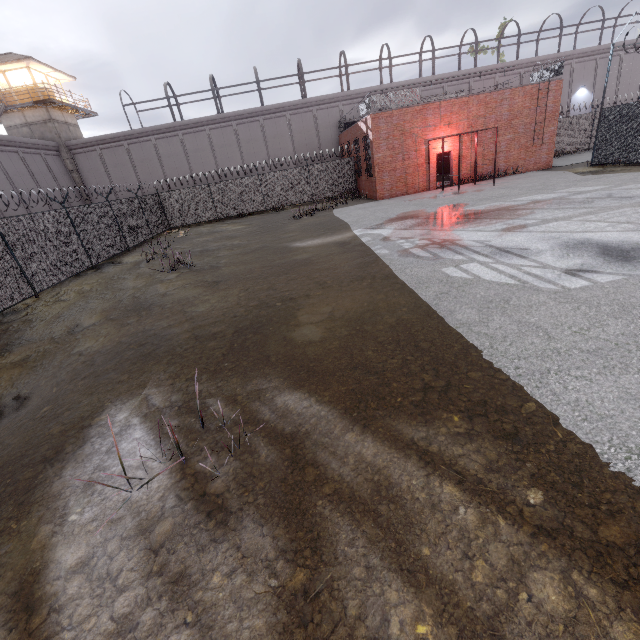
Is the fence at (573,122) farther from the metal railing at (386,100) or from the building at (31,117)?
the building at (31,117)

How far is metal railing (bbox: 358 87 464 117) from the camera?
19.0m

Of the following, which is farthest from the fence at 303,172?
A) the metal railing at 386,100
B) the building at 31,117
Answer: the building at 31,117

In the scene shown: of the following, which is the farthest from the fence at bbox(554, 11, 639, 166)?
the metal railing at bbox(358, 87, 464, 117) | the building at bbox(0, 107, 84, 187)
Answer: the building at bbox(0, 107, 84, 187)

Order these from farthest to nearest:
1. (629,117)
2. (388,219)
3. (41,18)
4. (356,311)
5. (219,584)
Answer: (41,18)
(629,117)
(388,219)
(356,311)
(219,584)

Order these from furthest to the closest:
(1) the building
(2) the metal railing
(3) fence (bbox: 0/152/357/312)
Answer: (1) the building, (2) the metal railing, (3) fence (bbox: 0/152/357/312)

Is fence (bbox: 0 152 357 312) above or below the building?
below

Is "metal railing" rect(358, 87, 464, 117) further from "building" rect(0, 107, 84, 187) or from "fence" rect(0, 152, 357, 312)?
"building" rect(0, 107, 84, 187)
